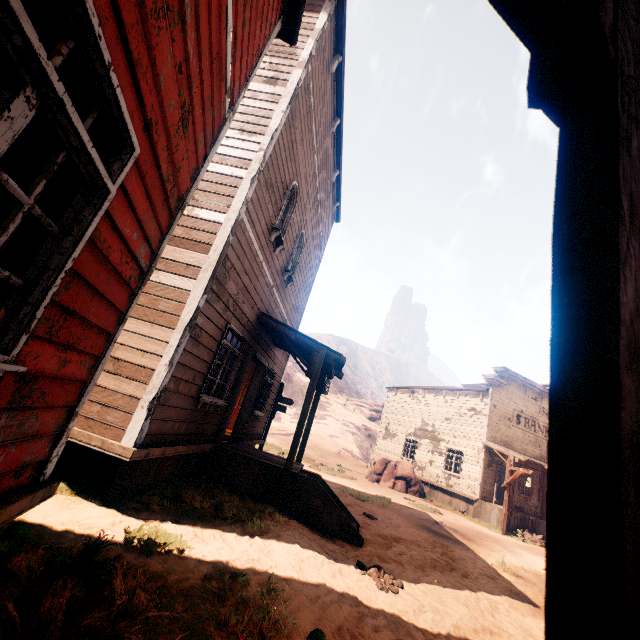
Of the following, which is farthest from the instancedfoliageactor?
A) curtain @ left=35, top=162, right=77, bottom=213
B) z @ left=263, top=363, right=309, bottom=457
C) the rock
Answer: the rock

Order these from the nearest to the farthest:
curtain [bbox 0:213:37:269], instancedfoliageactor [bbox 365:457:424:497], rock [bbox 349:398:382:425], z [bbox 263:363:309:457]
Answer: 1. curtain [bbox 0:213:37:269]
2. instancedfoliageactor [bbox 365:457:424:497]
3. z [bbox 263:363:309:457]
4. rock [bbox 349:398:382:425]

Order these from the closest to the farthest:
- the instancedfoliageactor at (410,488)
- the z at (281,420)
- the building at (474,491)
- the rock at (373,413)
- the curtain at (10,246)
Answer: the building at (474,491) → the curtain at (10,246) → the instancedfoliageactor at (410,488) → the z at (281,420) → the rock at (373,413)

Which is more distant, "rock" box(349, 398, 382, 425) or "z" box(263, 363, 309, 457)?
"rock" box(349, 398, 382, 425)

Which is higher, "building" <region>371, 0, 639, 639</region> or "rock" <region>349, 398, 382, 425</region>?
"rock" <region>349, 398, 382, 425</region>

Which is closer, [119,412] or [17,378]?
[17,378]

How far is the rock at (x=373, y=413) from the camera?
51.1m

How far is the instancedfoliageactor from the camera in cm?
1956
